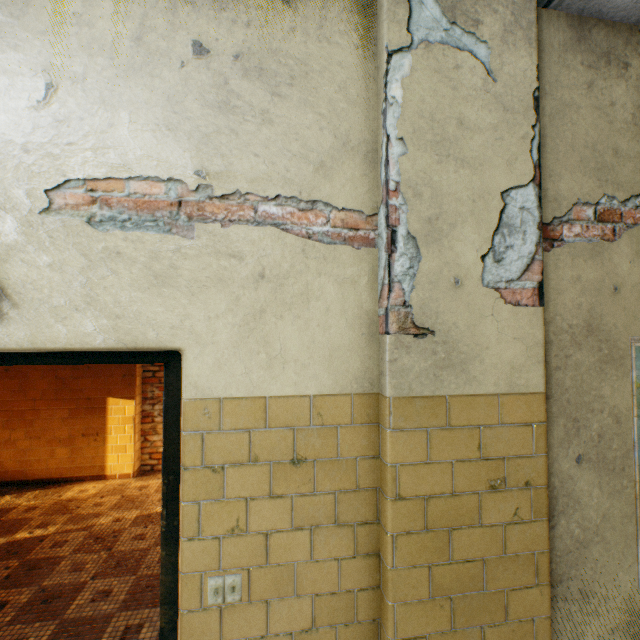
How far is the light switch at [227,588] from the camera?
1.4 meters

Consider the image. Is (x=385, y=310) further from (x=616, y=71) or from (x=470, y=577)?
(x=616, y=71)

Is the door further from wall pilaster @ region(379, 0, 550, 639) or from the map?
the map

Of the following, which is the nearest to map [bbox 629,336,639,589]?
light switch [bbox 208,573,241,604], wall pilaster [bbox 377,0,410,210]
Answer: wall pilaster [bbox 377,0,410,210]

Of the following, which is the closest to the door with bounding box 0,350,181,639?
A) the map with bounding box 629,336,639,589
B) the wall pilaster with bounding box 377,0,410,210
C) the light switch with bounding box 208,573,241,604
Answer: the light switch with bounding box 208,573,241,604

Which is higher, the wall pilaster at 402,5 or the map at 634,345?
the wall pilaster at 402,5

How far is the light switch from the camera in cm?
135

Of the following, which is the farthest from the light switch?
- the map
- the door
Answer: the map
